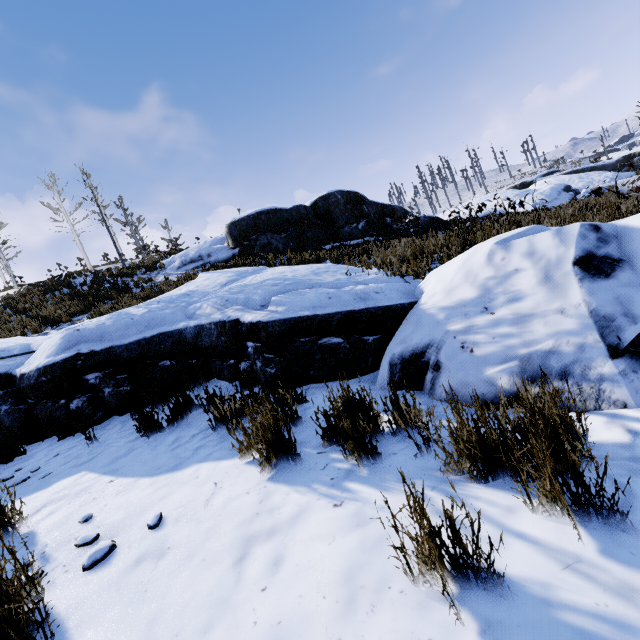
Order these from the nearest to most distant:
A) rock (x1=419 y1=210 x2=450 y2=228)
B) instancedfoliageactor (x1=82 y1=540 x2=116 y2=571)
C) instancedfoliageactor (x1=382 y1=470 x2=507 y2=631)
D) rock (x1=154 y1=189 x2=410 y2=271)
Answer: instancedfoliageactor (x1=382 y1=470 x2=507 y2=631) < instancedfoliageactor (x1=82 y1=540 x2=116 y2=571) < rock (x1=419 y1=210 x2=450 y2=228) < rock (x1=154 y1=189 x2=410 y2=271)

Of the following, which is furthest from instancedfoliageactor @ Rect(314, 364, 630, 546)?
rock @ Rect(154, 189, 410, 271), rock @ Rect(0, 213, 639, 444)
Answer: rock @ Rect(154, 189, 410, 271)

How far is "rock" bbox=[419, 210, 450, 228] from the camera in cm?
1266

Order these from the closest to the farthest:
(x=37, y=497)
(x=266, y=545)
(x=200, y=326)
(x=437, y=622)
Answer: (x=437, y=622) → (x=266, y=545) → (x=37, y=497) → (x=200, y=326)

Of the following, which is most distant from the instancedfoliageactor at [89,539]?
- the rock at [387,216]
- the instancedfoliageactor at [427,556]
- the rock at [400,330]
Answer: the rock at [387,216]

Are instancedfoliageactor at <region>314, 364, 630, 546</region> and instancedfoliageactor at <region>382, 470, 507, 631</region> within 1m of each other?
yes

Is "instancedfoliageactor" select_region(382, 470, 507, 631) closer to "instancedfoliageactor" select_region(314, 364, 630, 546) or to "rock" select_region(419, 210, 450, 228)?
"instancedfoliageactor" select_region(314, 364, 630, 546)

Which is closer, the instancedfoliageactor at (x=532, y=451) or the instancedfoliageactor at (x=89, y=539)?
the instancedfoliageactor at (x=532, y=451)
